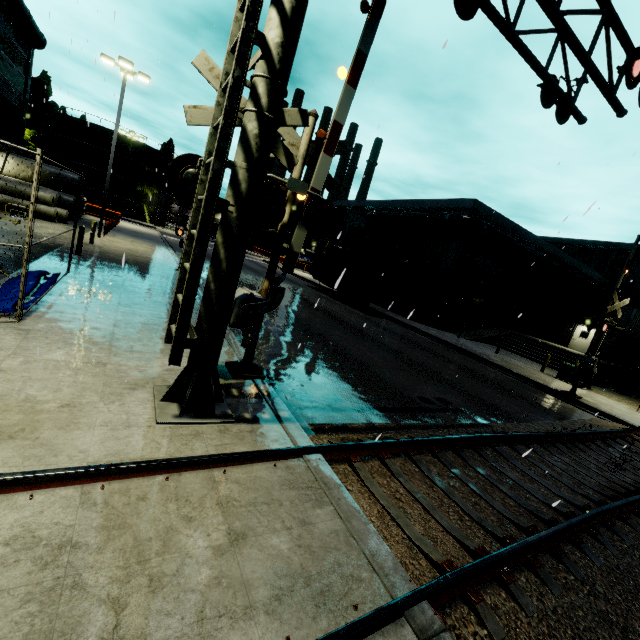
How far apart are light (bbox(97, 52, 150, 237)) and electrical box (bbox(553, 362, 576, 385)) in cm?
2914

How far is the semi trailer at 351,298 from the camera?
26.3 meters

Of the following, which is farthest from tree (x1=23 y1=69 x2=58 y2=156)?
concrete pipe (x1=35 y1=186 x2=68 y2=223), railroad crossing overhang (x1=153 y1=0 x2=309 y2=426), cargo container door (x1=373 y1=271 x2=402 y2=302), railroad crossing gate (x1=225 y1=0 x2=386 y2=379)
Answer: railroad crossing gate (x1=225 y1=0 x2=386 y2=379)

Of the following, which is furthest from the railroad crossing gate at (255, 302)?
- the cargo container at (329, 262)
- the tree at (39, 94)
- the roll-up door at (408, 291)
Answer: the tree at (39, 94)

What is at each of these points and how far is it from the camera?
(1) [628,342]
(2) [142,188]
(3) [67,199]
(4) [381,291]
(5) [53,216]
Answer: (1) building, 30.08m
(2) tree, 53.34m
(3) concrete pipe stack, 25.42m
(4) cargo container door, 24.14m
(5) concrete pipe, 21.45m

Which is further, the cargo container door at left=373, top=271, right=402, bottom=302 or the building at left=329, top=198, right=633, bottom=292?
the building at left=329, top=198, right=633, bottom=292

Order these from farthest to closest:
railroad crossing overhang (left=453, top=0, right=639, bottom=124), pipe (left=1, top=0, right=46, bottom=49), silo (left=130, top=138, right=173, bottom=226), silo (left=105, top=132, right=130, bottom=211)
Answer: silo (left=130, top=138, right=173, bottom=226) → silo (left=105, top=132, right=130, bottom=211) → pipe (left=1, top=0, right=46, bottom=49) → railroad crossing overhang (left=453, top=0, right=639, bottom=124)

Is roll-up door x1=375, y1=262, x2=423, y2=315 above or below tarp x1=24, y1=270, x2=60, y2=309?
above
